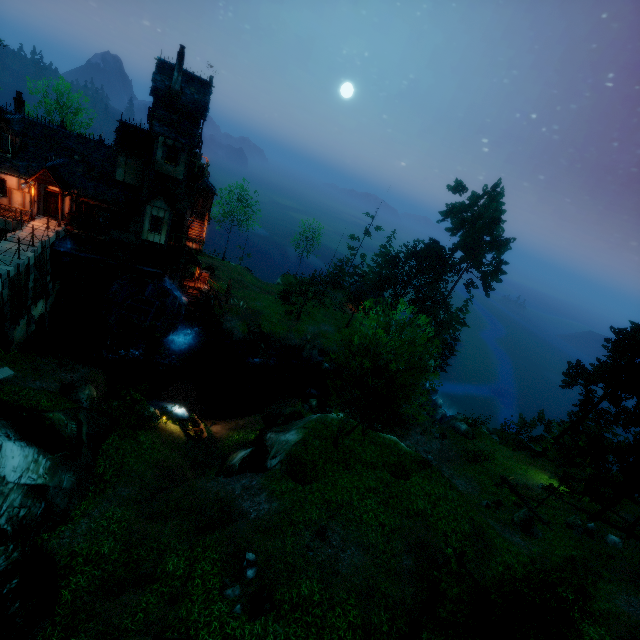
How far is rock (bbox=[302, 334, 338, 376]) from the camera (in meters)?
38.16

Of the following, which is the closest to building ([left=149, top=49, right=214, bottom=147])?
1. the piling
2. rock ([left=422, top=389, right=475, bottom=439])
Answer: the piling

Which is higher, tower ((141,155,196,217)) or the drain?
tower ((141,155,196,217))

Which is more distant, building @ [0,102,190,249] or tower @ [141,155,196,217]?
tower @ [141,155,196,217]

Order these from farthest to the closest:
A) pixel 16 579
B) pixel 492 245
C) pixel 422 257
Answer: pixel 422 257
pixel 492 245
pixel 16 579

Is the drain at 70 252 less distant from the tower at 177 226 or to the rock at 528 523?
the tower at 177 226

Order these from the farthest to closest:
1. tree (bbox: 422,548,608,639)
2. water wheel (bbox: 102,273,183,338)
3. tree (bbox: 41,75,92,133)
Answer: tree (bbox: 41,75,92,133) < water wheel (bbox: 102,273,183,338) < tree (bbox: 422,548,608,639)

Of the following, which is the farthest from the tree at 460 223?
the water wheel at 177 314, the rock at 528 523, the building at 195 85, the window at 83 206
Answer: the window at 83 206
